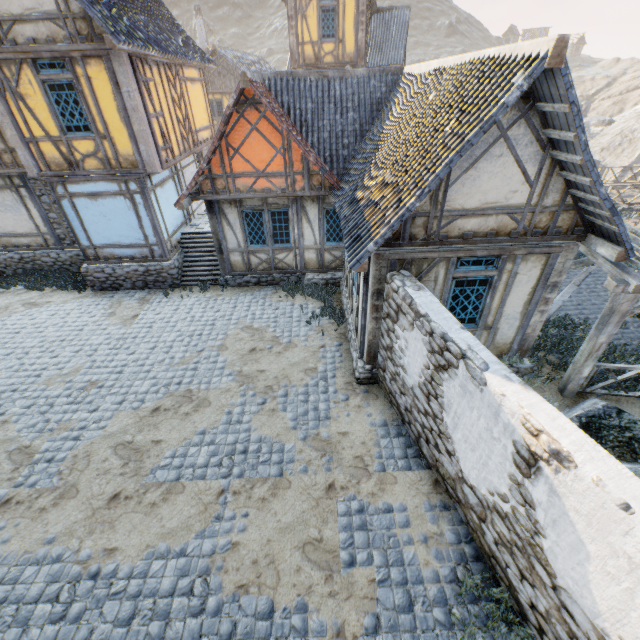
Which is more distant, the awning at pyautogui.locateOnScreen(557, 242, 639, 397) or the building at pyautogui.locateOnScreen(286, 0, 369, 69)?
the building at pyautogui.locateOnScreen(286, 0, 369, 69)

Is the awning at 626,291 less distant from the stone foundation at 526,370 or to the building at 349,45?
the stone foundation at 526,370

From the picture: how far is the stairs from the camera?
12.41m

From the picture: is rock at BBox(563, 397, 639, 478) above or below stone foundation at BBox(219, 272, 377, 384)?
above

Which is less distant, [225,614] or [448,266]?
[225,614]

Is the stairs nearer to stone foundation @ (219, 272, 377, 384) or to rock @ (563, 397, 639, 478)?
stone foundation @ (219, 272, 377, 384)

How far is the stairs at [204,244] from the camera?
12.4m

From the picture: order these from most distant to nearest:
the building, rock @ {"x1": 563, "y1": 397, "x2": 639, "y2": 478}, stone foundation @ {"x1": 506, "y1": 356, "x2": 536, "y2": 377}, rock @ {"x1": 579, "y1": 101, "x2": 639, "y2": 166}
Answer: rock @ {"x1": 579, "y1": 101, "x2": 639, "y2": 166}
the building
stone foundation @ {"x1": 506, "y1": 356, "x2": 536, "y2": 377}
rock @ {"x1": 563, "y1": 397, "x2": 639, "y2": 478}
